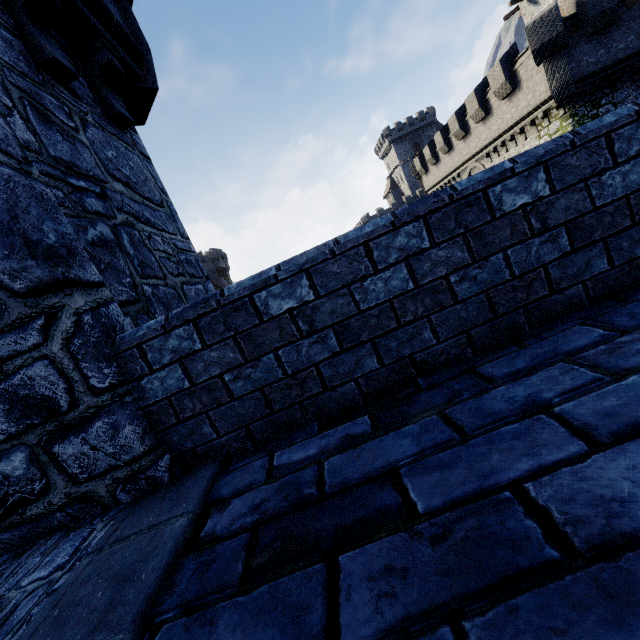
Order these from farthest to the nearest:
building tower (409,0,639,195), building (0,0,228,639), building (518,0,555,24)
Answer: building (518,0,555,24), building tower (409,0,639,195), building (0,0,228,639)

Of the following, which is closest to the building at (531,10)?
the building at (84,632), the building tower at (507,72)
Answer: the building tower at (507,72)

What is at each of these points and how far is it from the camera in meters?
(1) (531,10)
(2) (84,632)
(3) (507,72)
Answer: (1) building, 27.5
(2) building, 1.1
(3) building tower, 18.2

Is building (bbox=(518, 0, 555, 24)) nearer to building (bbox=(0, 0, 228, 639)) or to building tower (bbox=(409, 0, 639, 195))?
building tower (bbox=(409, 0, 639, 195))

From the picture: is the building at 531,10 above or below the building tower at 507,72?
above

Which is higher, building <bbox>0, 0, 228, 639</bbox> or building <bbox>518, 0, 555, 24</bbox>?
building <bbox>518, 0, 555, 24</bbox>

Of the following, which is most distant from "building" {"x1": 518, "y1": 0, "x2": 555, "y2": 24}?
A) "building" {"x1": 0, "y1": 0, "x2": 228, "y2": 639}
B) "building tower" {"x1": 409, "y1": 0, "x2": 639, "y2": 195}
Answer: "building" {"x1": 0, "y1": 0, "x2": 228, "y2": 639}
